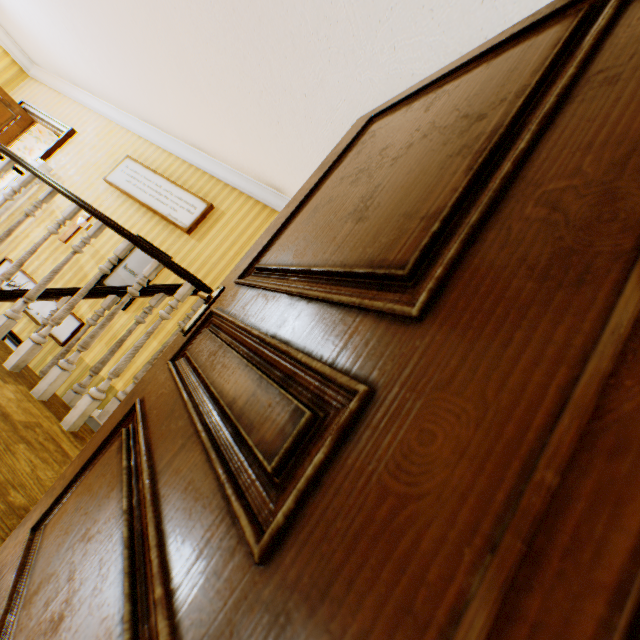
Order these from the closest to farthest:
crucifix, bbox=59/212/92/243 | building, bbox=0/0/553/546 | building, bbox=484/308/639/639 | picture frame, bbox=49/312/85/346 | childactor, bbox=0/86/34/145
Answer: building, bbox=484/308/639/639, building, bbox=0/0/553/546, picture frame, bbox=49/312/85/346, crucifix, bbox=59/212/92/243, childactor, bbox=0/86/34/145

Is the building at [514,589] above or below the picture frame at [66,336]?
above

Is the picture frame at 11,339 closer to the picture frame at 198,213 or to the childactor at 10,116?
the picture frame at 198,213

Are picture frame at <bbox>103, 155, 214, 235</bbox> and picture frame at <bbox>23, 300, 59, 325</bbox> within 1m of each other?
no

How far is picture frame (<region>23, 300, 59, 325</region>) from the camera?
4.6 meters

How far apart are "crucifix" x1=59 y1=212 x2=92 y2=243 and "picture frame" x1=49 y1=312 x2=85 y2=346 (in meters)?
0.69

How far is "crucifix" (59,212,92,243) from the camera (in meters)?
5.03

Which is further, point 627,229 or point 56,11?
point 56,11
